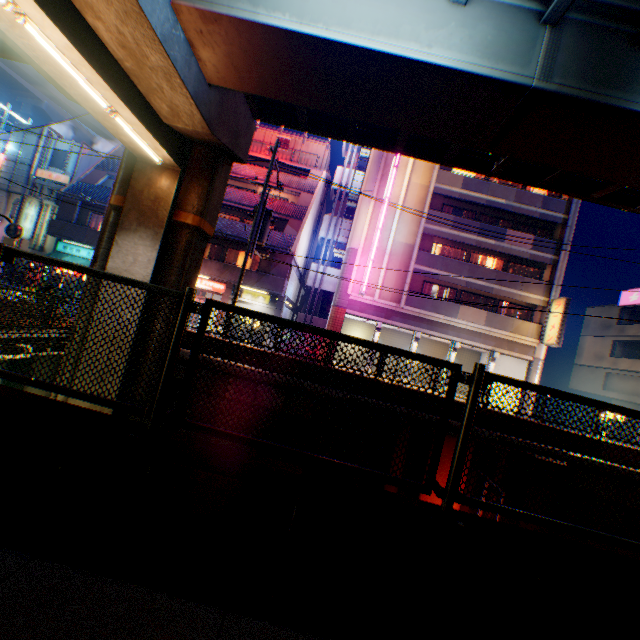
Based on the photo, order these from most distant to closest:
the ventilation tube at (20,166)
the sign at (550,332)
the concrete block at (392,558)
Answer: the ventilation tube at (20,166), the sign at (550,332), the concrete block at (392,558)

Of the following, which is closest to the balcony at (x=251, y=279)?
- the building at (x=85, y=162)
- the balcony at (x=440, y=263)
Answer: the building at (x=85, y=162)

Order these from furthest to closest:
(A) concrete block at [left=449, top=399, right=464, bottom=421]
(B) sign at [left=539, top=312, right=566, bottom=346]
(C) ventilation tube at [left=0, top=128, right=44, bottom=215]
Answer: (C) ventilation tube at [left=0, top=128, right=44, bottom=215], (B) sign at [left=539, top=312, right=566, bottom=346], (A) concrete block at [left=449, top=399, right=464, bottom=421]

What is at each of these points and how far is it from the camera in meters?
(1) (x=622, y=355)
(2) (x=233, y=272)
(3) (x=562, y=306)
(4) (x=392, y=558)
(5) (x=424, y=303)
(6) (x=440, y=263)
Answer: (1) building, 28.4 m
(2) balcony, 23.1 m
(3) sign, 21.6 m
(4) concrete block, 2.4 m
(5) balcony, 23.5 m
(6) balcony, 23.6 m

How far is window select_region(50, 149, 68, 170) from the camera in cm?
2672

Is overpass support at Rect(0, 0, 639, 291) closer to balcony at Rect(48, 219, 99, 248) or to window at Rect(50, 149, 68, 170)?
balcony at Rect(48, 219, 99, 248)

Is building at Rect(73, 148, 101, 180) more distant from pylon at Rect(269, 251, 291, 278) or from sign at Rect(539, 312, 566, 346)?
sign at Rect(539, 312, 566, 346)

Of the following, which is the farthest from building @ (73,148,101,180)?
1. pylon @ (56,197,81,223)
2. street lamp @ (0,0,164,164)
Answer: street lamp @ (0,0,164,164)
